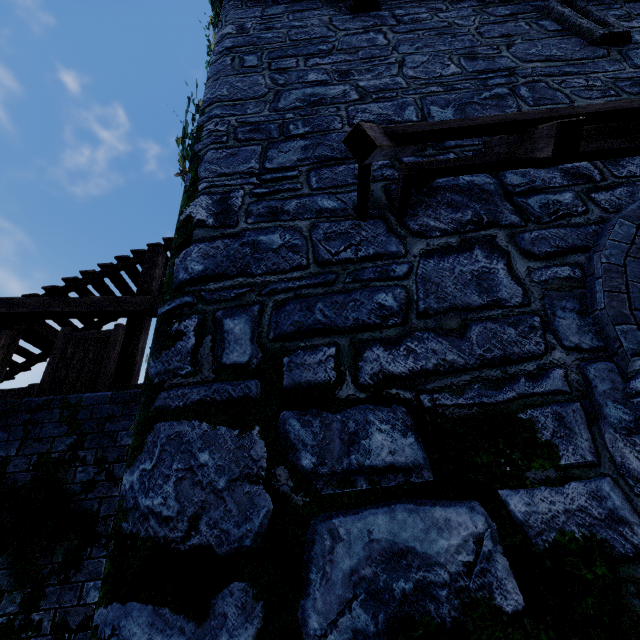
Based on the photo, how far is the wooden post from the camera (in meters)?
6.00

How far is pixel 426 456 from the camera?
1.8 meters

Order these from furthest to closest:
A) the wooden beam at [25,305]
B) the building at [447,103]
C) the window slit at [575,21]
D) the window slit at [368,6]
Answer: the wooden beam at [25,305] → the window slit at [368,6] → the window slit at [575,21] → the building at [447,103]

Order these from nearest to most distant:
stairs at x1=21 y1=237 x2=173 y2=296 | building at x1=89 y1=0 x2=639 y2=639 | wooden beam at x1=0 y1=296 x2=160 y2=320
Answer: building at x1=89 y1=0 x2=639 y2=639 < wooden beam at x1=0 y1=296 x2=160 y2=320 < stairs at x1=21 y1=237 x2=173 y2=296

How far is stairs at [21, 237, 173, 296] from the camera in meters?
7.1 m

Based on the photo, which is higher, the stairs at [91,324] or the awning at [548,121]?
the stairs at [91,324]

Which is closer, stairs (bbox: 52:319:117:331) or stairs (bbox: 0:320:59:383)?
stairs (bbox: 0:320:59:383)
